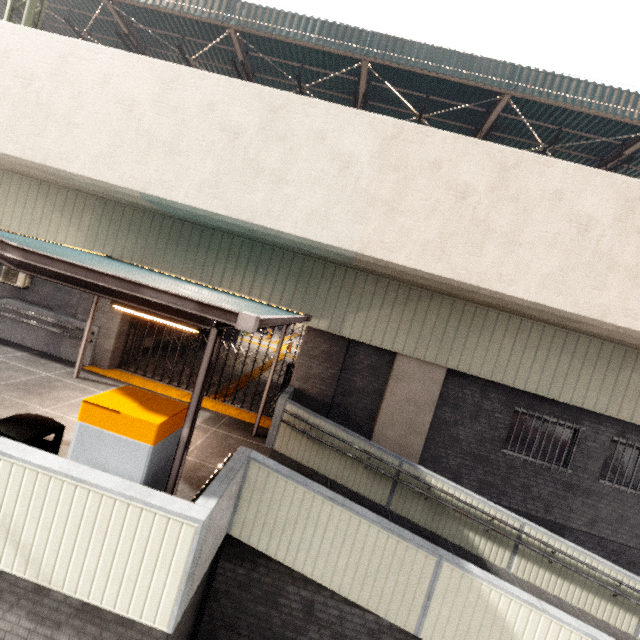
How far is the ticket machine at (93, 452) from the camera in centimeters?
341cm

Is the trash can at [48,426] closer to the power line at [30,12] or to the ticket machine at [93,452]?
the ticket machine at [93,452]

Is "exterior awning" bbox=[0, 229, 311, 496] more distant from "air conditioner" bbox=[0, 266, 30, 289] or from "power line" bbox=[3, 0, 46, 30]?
A: "power line" bbox=[3, 0, 46, 30]

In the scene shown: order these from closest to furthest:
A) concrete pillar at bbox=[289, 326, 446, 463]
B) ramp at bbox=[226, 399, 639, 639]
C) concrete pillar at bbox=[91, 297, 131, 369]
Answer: ramp at bbox=[226, 399, 639, 639], concrete pillar at bbox=[289, 326, 446, 463], concrete pillar at bbox=[91, 297, 131, 369]

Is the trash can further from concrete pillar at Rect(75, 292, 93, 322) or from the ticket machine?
concrete pillar at Rect(75, 292, 93, 322)

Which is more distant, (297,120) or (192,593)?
(297,120)

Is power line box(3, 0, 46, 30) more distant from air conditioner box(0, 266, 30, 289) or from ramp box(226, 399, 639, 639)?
ramp box(226, 399, 639, 639)

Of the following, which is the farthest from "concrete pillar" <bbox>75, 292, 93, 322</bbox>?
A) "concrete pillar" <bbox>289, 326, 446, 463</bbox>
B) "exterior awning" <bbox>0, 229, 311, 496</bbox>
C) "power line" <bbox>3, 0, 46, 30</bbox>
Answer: "concrete pillar" <bbox>289, 326, 446, 463</bbox>
